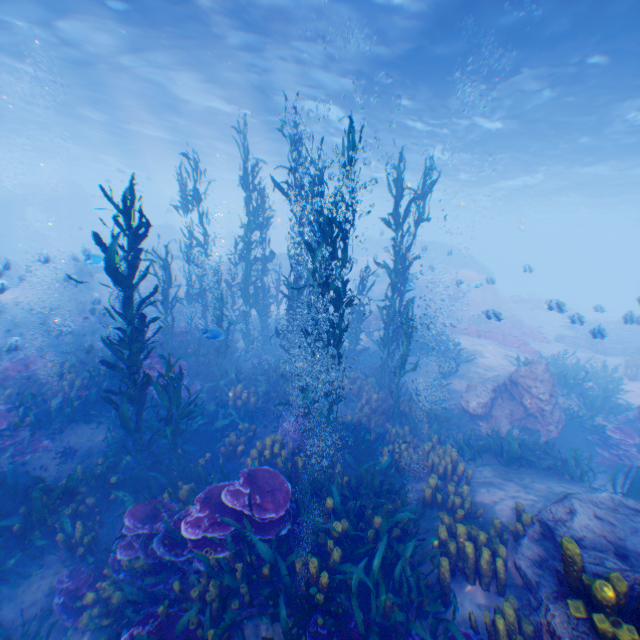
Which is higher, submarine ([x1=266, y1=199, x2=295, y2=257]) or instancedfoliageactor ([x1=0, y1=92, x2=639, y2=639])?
submarine ([x1=266, y1=199, x2=295, y2=257])

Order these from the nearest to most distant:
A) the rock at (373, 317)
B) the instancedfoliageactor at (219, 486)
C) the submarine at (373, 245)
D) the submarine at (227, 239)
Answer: the instancedfoliageactor at (219, 486), the rock at (373, 317), the submarine at (373, 245), the submarine at (227, 239)

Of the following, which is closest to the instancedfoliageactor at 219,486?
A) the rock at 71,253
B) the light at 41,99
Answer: the rock at 71,253

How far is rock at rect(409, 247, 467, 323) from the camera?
23.2 meters

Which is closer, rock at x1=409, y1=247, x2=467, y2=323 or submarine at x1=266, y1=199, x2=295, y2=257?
rock at x1=409, y1=247, x2=467, y2=323

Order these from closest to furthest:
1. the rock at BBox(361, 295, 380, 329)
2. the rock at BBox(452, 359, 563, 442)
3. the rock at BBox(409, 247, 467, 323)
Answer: the rock at BBox(452, 359, 563, 442), the rock at BBox(361, 295, 380, 329), the rock at BBox(409, 247, 467, 323)

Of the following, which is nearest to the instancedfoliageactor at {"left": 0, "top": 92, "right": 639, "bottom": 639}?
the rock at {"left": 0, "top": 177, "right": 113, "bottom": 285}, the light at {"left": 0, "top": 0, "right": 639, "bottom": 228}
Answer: the rock at {"left": 0, "top": 177, "right": 113, "bottom": 285}

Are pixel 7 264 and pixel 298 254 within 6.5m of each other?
no
